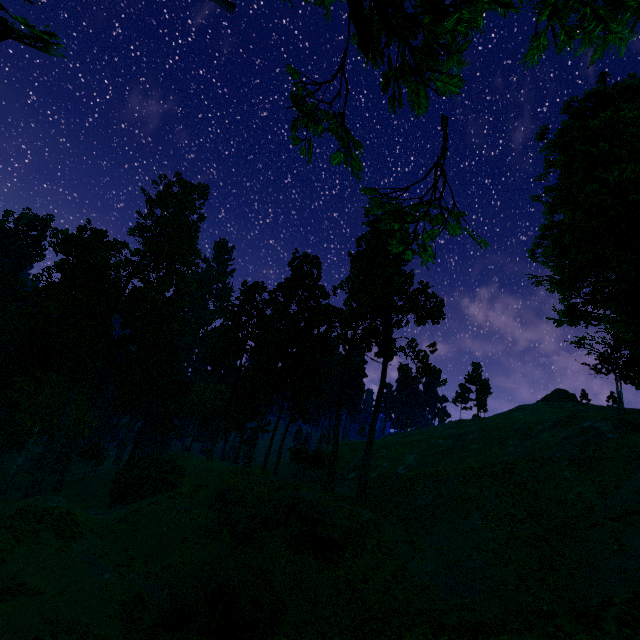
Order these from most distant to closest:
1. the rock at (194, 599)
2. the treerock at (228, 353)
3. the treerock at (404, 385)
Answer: the treerock at (404, 385) → the rock at (194, 599) → the treerock at (228, 353)

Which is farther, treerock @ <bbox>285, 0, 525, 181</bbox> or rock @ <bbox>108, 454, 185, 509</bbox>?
rock @ <bbox>108, 454, 185, 509</bbox>

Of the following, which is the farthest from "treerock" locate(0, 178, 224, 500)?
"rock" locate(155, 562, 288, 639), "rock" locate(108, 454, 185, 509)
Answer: "rock" locate(155, 562, 288, 639)

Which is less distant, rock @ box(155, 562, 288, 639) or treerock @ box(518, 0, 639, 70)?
treerock @ box(518, 0, 639, 70)

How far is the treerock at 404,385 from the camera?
34.46m

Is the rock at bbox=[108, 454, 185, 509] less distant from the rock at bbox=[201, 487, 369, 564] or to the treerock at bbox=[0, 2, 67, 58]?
the treerock at bbox=[0, 2, 67, 58]

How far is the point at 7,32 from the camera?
11.1 meters
